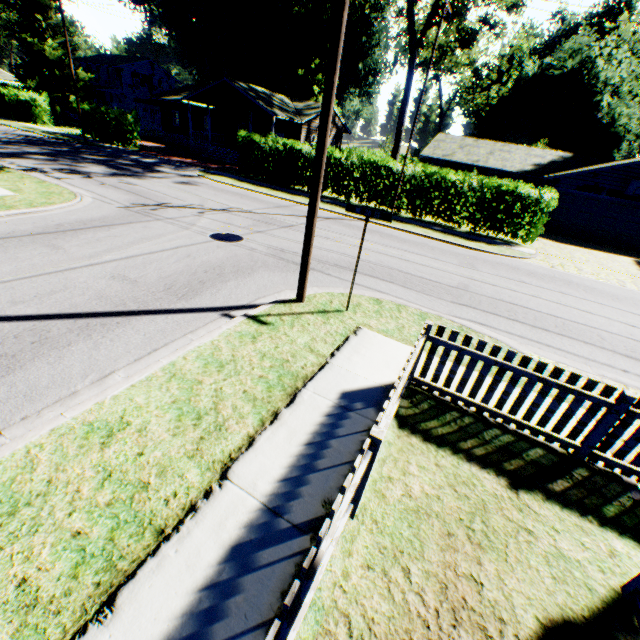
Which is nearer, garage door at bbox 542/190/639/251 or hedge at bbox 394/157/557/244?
hedge at bbox 394/157/557/244

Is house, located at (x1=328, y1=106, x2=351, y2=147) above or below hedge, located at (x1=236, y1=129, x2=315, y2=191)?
above

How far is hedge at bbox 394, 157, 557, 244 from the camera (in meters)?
16.50

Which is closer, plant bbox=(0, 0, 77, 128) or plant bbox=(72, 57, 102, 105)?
plant bbox=(0, 0, 77, 128)

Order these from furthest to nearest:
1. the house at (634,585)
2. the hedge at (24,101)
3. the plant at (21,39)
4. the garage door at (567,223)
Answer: the plant at (21,39), the hedge at (24,101), the garage door at (567,223), the house at (634,585)

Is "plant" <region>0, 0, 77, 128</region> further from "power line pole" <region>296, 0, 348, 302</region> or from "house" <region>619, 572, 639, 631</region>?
"house" <region>619, 572, 639, 631</region>

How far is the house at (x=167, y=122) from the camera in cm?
2922

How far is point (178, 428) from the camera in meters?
3.9
